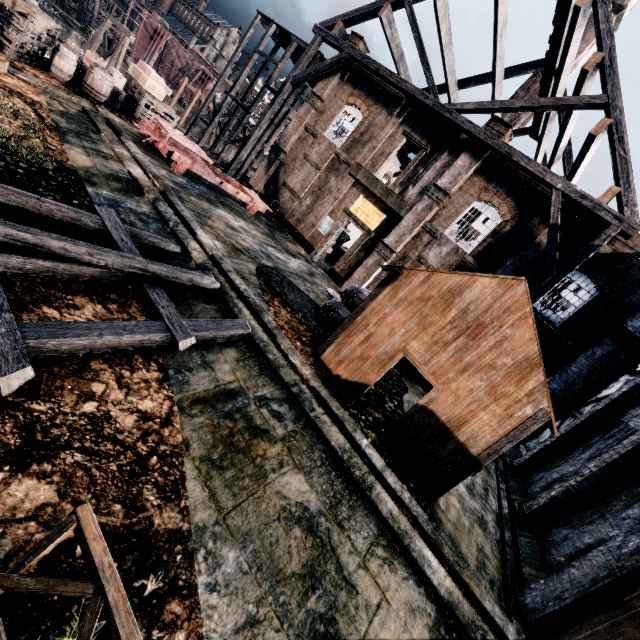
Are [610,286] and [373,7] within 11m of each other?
no

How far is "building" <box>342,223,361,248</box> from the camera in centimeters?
3969cm

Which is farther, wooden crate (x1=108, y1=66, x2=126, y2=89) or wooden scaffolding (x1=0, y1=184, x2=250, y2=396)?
wooden crate (x1=108, y1=66, x2=126, y2=89)

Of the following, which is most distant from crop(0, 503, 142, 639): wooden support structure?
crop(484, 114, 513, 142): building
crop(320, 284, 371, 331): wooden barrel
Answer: crop(484, 114, 513, 142): building

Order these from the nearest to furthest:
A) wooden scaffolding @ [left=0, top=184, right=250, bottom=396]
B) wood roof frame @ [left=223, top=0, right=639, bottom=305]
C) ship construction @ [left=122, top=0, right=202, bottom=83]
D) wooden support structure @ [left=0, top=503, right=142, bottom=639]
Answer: wooden support structure @ [left=0, top=503, right=142, bottom=639], wooden scaffolding @ [left=0, top=184, right=250, bottom=396], wood roof frame @ [left=223, top=0, right=639, bottom=305], ship construction @ [left=122, top=0, right=202, bottom=83]

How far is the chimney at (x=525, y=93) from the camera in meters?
34.0 m

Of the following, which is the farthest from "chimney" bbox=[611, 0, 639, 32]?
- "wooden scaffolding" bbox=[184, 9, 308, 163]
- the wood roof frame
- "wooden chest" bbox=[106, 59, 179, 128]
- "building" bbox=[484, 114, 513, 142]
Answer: "wooden chest" bbox=[106, 59, 179, 128]

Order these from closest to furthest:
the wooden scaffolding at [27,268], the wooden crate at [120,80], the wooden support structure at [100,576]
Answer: the wooden support structure at [100,576], the wooden scaffolding at [27,268], the wooden crate at [120,80]
